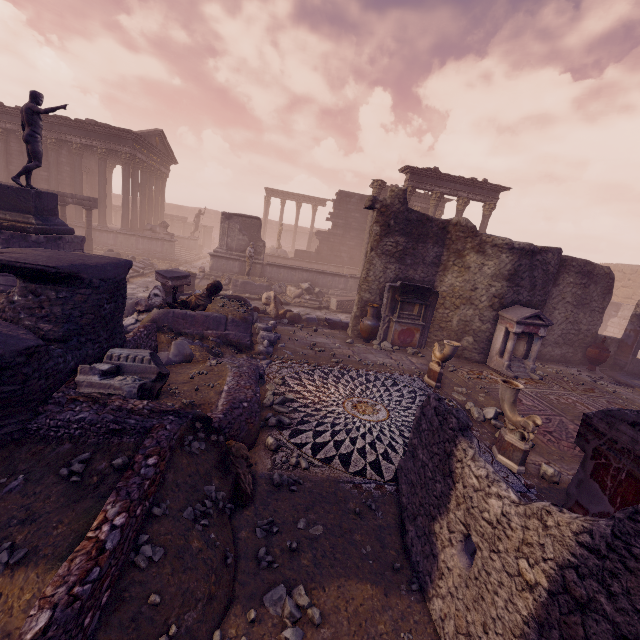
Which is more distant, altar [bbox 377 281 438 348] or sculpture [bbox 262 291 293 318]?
sculpture [bbox 262 291 293 318]

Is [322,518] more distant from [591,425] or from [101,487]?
[591,425]

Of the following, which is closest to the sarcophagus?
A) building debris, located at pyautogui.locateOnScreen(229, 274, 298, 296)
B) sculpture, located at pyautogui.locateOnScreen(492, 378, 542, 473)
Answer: building debris, located at pyautogui.locateOnScreen(229, 274, 298, 296)

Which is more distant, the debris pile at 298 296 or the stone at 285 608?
the debris pile at 298 296

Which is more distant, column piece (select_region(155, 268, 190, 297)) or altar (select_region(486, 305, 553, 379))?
column piece (select_region(155, 268, 190, 297))

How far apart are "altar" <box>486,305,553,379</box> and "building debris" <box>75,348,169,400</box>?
9.3m

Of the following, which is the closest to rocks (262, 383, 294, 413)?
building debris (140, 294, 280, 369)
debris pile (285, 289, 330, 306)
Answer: building debris (140, 294, 280, 369)

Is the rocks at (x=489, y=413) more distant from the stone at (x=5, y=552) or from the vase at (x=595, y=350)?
the vase at (x=595, y=350)
